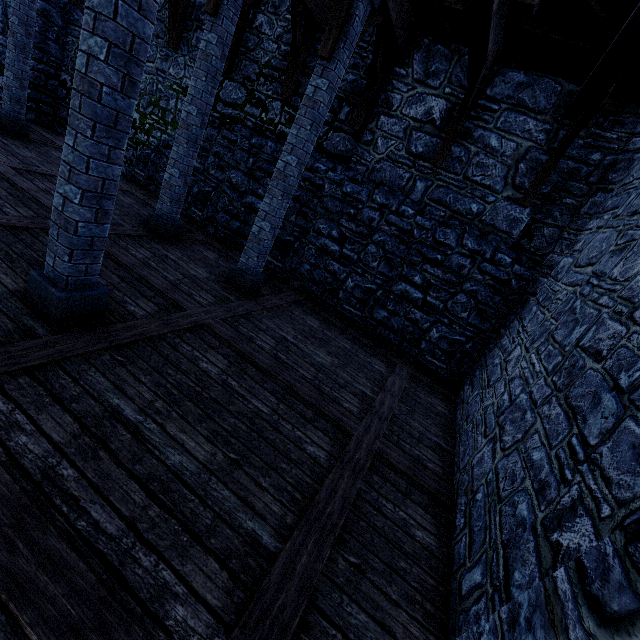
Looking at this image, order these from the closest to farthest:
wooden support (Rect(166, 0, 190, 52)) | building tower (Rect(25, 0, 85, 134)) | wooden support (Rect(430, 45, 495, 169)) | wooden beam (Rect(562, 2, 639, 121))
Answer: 1. wooden beam (Rect(562, 2, 639, 121))
2. wooden support (Rect(430, 45, 495, 169))
3. wooden support (Rect(166, 0, 190, 52))
4. building tower (Rect(25, 0, 85, 134))

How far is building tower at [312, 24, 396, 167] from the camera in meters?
7.1 m

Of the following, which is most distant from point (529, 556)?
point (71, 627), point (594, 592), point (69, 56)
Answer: point (69, 56)

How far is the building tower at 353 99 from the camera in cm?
714

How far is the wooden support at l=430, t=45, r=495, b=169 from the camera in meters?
5.5 m

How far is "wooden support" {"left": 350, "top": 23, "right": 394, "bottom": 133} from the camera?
6.2m

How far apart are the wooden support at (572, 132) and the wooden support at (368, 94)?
3.7m

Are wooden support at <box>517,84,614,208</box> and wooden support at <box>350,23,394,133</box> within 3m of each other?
no
